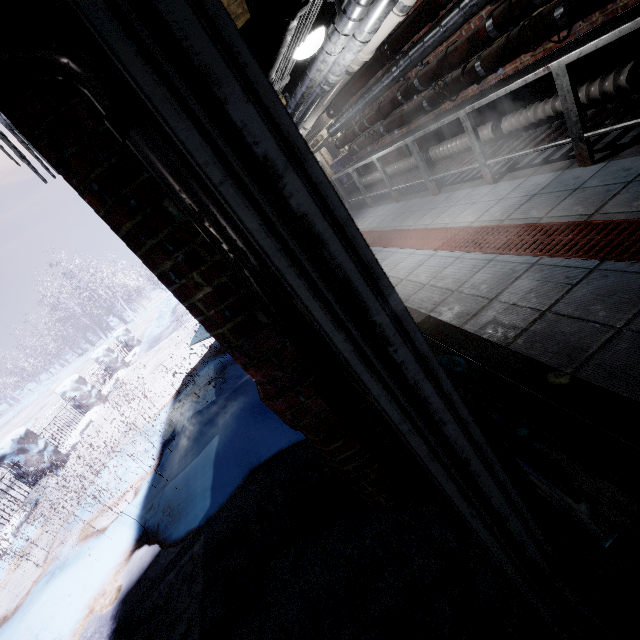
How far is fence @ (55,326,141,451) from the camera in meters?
6.8

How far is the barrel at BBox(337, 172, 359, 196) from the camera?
8.9m

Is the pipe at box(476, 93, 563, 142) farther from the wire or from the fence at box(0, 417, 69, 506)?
the fence at box(0, 417, 69, 506)

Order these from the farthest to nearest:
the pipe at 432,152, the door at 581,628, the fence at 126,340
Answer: the fence at 126,340 < the pipe at 432,152 < the door at 581,628

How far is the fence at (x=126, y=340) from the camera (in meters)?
6.85

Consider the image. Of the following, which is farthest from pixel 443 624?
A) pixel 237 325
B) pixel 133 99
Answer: pixel 133 99

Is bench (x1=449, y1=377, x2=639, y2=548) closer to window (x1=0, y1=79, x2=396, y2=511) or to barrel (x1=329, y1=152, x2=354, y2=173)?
window (x1=0, y1=79, x2=396, y2=511)

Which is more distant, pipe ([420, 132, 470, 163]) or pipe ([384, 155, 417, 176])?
pipe ([384, 155, 417, 176])
